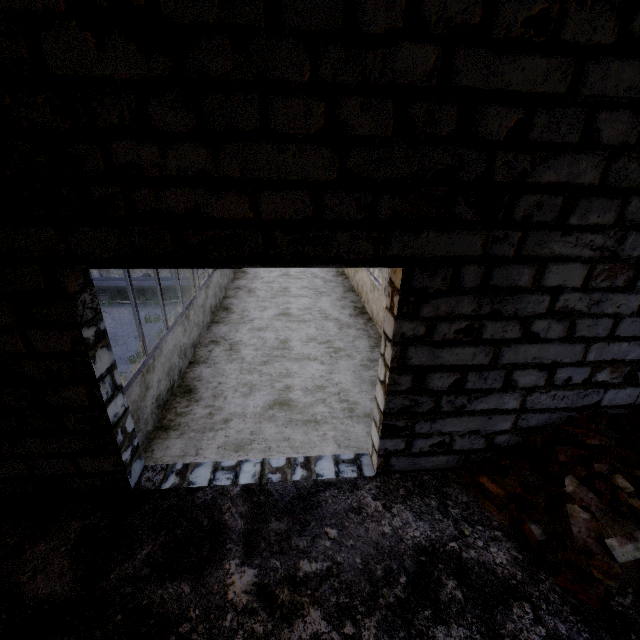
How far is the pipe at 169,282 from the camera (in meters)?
19.73

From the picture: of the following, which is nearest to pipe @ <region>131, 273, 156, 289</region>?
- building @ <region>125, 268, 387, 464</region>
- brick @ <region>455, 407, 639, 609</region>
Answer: building @ <region>125, 268, 387, 464</region>

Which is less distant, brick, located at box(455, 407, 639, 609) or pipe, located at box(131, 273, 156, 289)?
brick, located at box(455, 407, 639, 609)

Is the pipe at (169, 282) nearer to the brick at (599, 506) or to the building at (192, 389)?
the building at (192, 389)

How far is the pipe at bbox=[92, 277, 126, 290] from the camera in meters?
19.4

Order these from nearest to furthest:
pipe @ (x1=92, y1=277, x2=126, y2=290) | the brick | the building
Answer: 1. the brick
2. the building
3. pipe @ (x1=92, y1=277, x2=126, y2=290)

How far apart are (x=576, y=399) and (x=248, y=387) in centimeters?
387cm
